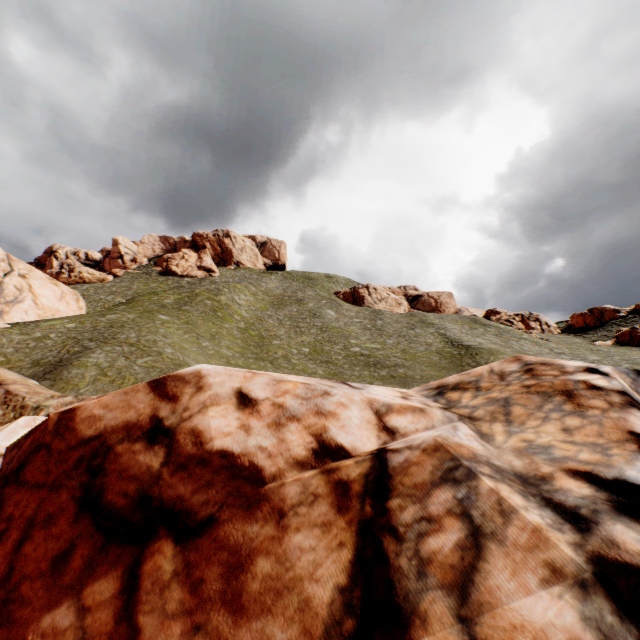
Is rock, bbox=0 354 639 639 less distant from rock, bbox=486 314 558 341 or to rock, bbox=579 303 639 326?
rock, bbox=579 303 639 326

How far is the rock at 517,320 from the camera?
52.53m

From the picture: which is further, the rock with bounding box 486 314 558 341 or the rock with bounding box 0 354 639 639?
the rock with bounding box 486 314 558 341

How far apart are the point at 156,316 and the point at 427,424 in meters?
30.2 m

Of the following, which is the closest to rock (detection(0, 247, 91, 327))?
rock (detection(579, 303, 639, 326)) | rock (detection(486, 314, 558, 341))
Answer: rock (detection(579, 303, 639, 326))

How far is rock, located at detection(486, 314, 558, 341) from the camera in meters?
52.5

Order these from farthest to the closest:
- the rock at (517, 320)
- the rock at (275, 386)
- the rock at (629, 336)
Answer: the rock at (517, 320)
the rock at (629, 336)
the rock at (275, 386)
